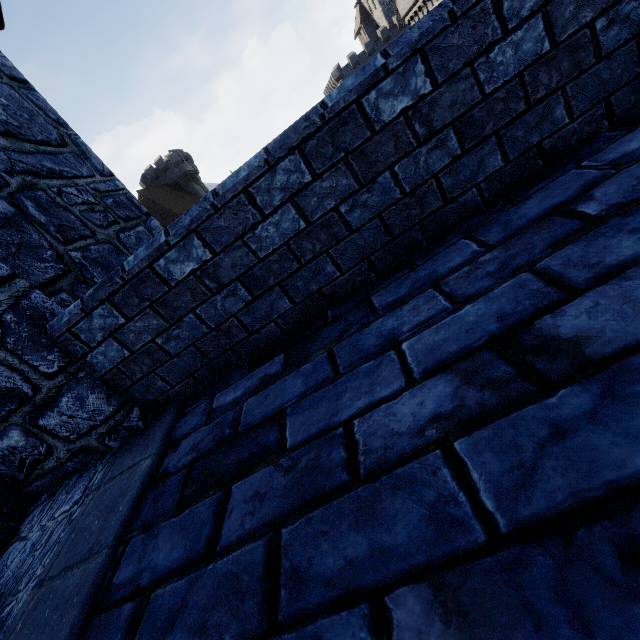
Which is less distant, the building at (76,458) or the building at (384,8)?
the building at (76,458)

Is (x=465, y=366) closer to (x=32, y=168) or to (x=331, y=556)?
(x=331, y=556)

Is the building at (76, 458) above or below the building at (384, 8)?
below

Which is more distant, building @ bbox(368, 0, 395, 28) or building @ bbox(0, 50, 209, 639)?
building @ bbox(368, 0, 395, 28)

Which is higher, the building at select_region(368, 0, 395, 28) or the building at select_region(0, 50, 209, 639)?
the building at select_region(368, 0, 395, 28)
